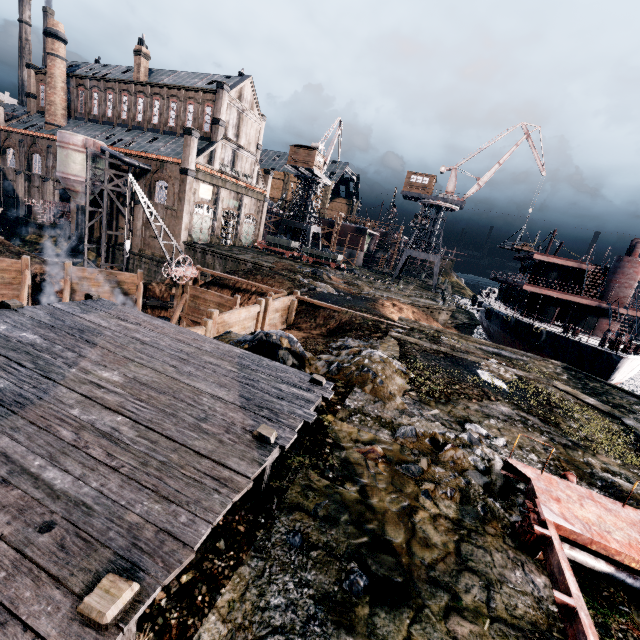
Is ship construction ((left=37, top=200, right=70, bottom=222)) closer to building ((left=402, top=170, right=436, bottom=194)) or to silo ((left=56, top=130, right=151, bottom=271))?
silo ((left=56, top=130, right=151, bottom=271))

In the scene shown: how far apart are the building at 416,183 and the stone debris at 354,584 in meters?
53.2

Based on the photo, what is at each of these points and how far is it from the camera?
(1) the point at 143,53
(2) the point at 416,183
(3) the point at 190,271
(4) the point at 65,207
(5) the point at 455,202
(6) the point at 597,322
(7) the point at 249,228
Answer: (1) chimney, 45.28m
(2) building, 50.47m
(3) crane, 26.47m
(4) ship construction, 49.28m
(5) crane, 49.03m
(6) ship, 33.12m
(7) door, 56.09m

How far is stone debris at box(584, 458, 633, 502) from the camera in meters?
8.8

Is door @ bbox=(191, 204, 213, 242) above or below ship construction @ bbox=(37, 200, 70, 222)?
above

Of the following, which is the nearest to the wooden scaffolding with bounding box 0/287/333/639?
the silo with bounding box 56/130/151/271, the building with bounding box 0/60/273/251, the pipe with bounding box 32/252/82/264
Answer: the building with bounding box 0/60/273/251

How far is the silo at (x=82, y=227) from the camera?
38.5m

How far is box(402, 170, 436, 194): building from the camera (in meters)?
49.81
